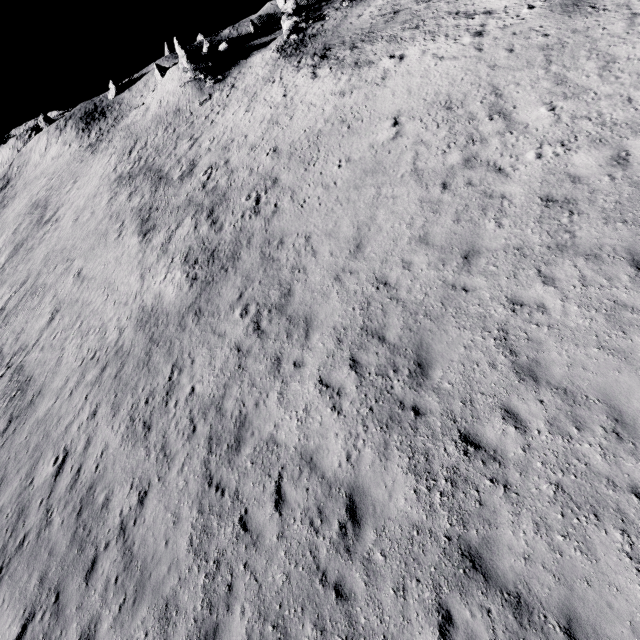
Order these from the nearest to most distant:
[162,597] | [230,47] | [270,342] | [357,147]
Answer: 1. [162,597]
2. [270,342]
3. [357,147]
4. [230,47]
